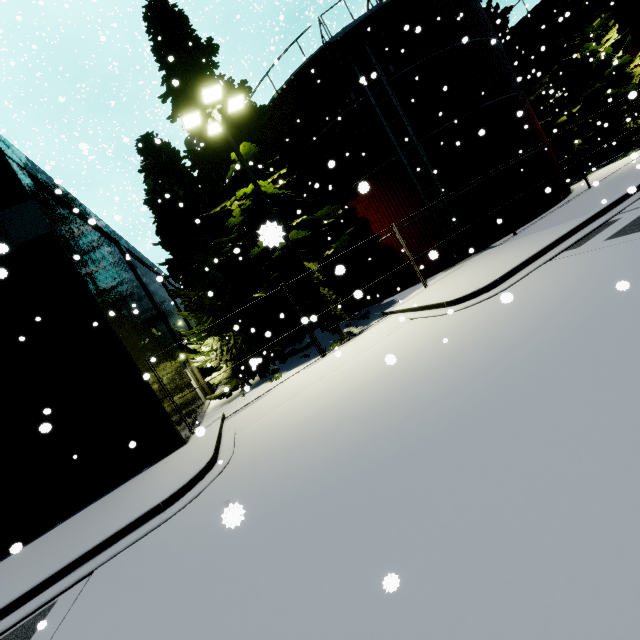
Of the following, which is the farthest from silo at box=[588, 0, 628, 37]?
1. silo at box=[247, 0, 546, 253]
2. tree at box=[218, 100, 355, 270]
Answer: tree at box=[218, 100, 355, 270]

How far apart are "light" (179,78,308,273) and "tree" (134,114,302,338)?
3.5m

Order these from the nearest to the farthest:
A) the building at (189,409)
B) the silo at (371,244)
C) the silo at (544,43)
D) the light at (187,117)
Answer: the light at (187,117)
the building at (189,409)
the silo at (371,244)
the silo at (544,43)

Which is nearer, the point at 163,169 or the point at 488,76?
the point at 488,76

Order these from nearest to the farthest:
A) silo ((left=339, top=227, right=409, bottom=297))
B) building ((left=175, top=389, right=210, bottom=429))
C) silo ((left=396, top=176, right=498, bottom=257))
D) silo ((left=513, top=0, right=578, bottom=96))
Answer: building ((left=175, top=389, right=210, bottom=429)) < silo ((left=396, top=176, right=498, bottom=257)) < silo ((left=339, top=227, right=409, bottom=297)) < silo ((left=513, top=0, right=578, bottom=96))

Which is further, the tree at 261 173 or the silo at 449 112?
the silo at 449 112

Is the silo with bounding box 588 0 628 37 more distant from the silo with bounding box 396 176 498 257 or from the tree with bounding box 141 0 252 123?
the tree with bounding box 141 0 252 123

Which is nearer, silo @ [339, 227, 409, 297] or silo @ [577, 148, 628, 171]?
silo @ [339, 227, 409, 297]
